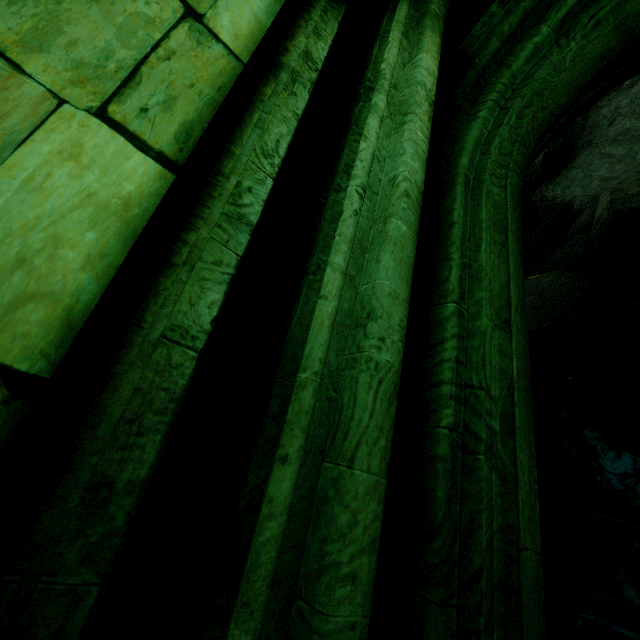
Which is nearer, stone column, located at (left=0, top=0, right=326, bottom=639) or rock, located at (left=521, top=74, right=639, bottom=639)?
stone column, located at (left=0, top=0, right=326, bottom=639)

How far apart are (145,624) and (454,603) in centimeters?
89cm

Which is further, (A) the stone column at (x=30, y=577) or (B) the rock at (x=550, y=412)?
(B) the rock at (x=550, y=412)
